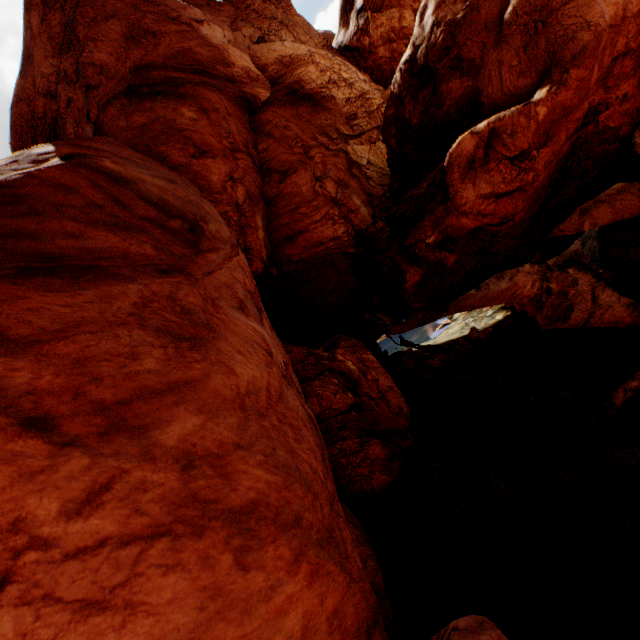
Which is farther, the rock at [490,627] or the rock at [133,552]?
the rock at [490,627]

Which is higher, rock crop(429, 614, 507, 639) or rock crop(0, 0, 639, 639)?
rock crop(0, 0, 639, 639)

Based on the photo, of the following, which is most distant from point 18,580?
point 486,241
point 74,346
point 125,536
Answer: point 486,241

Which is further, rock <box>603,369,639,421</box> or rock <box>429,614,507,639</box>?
rock <box>603,369,639,421</box>

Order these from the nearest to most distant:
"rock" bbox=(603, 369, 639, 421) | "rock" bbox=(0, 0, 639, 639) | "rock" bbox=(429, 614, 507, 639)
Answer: "rock" bbox=(0, 0, 639, 639), "rock" bbox=(429, 614, 507, 639), "rock" bbox=(603, 369, 639, 421)

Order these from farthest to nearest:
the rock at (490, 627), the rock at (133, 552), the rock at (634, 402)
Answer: the rock at (634, 402)
the rock at (490, 627)
the rock at (133, 552)
